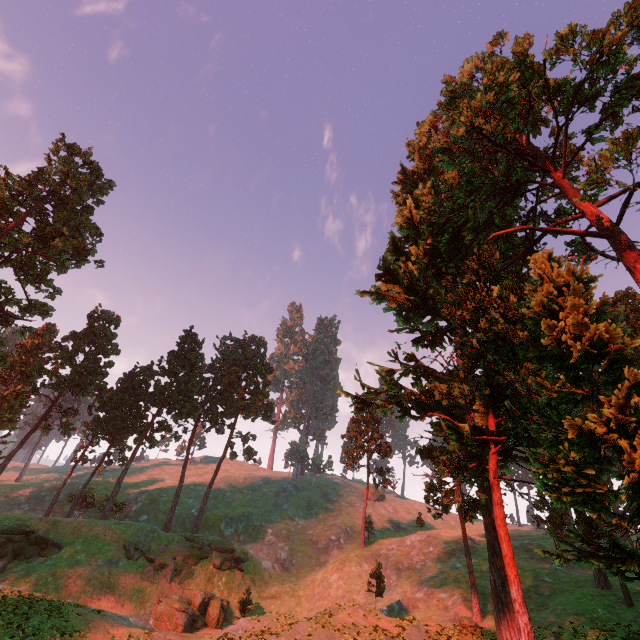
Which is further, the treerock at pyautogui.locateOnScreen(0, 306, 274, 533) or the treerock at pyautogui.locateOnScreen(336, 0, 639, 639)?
the treerock at pyautogui.locateOnScreen(0, 306, 274, 533)

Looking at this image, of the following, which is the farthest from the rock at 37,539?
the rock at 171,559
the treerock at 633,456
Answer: the rock at 171,559

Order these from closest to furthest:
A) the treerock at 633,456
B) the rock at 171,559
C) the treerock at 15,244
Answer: the treerock at 633,456
the rock at 171,559
the treerock at 15,244

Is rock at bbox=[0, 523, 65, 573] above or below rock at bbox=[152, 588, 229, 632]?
above

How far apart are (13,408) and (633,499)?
74.06m

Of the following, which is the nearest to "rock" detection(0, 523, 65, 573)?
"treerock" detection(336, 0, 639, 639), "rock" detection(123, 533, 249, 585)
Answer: "treerock" detection(336, 0, 639, 639)

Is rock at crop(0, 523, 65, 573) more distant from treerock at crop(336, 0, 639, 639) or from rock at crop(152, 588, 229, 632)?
rock at crop(152, 588, 229, 632)
